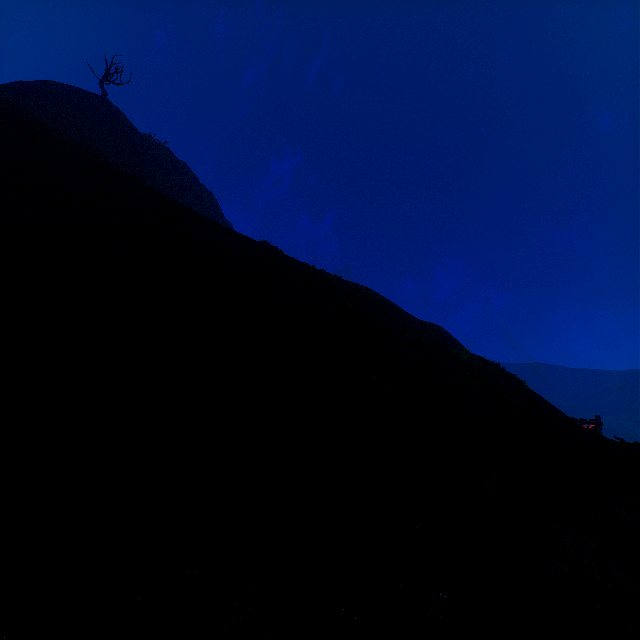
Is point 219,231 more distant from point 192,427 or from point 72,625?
point 72,625
